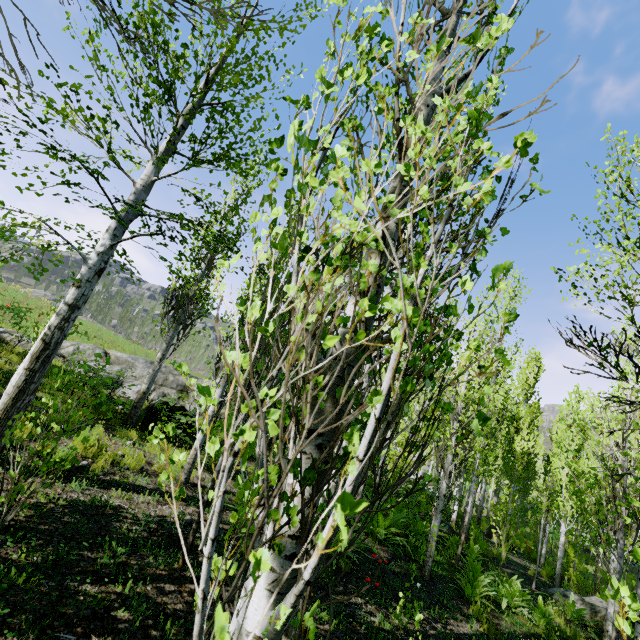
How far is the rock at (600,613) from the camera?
8.9 meters

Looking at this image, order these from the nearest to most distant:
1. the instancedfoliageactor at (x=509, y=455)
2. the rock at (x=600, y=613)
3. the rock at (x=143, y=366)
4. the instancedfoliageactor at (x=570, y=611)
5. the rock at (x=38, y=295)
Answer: the instancedfoliageactor at (x=509, y=455) < the instancedfoliageactor at (x=570, y=611) < the rock at (x=600, y=613) < the rock at (x=143, y=366) < the rock at (x=38, y=295)

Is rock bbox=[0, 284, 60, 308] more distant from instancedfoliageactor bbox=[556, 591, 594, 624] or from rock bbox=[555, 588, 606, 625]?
rock bbox=[555, 588, 606, 625]

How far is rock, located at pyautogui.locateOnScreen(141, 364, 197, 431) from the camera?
8.90m

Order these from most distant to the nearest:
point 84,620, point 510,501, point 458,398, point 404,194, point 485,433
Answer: point 510,501, point 485,433, point 458,398, point 84,620, point 404,194

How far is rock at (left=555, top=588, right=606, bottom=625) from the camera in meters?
8.9 m

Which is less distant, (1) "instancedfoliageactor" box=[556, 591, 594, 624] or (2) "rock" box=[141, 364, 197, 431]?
Result: (1) "instancedfoliageactor" box=[556, 591, 594, 624]

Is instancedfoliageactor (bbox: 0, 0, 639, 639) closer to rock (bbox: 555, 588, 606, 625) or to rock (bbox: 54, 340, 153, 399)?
rock (bbox: 54, 340, 153, 399)
